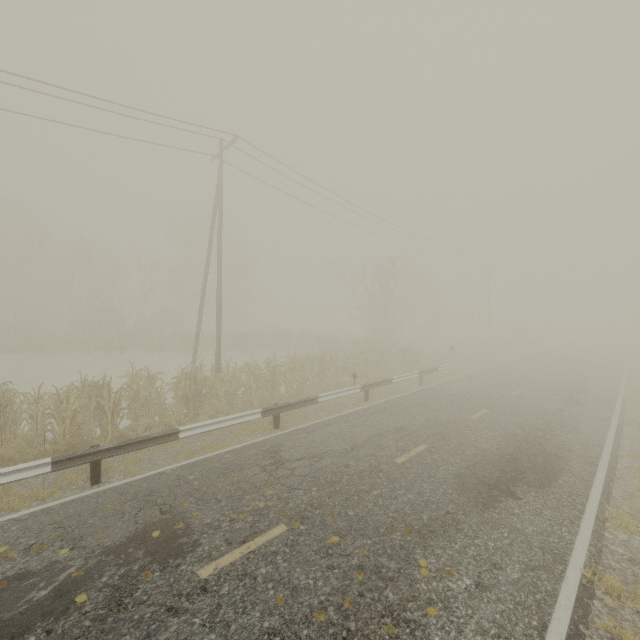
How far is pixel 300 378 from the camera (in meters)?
14.57
